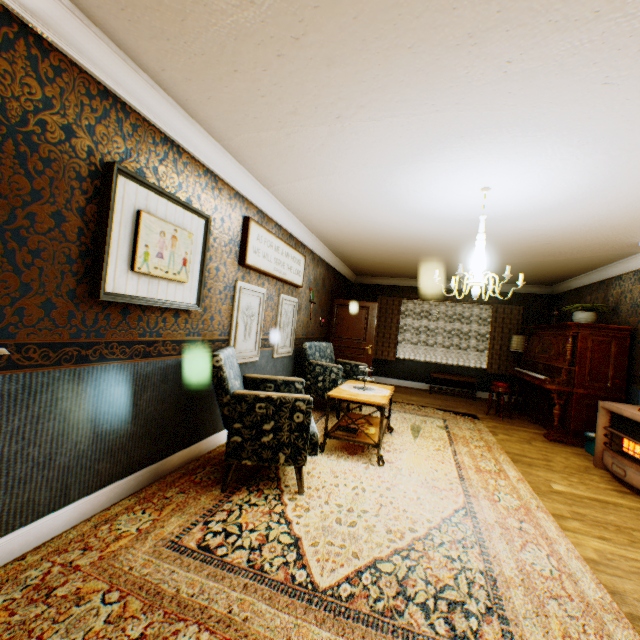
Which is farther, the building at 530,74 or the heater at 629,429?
the heater at 629,429

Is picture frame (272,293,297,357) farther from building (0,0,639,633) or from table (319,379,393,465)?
table (319,379,393,465)

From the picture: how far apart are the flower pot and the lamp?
2.12m

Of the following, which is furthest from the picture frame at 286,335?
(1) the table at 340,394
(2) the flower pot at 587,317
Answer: (2) the flower pot at 587,317

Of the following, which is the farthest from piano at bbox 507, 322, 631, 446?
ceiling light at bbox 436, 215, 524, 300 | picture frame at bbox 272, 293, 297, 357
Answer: picture frame at bbox 272, 293, 297, 357

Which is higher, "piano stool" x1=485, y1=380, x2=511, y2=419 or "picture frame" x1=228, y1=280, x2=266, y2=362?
"picture frame" x1=228, y1=280, x2=266, y2=362

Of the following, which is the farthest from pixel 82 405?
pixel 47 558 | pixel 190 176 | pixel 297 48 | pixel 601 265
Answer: pixel 601 265

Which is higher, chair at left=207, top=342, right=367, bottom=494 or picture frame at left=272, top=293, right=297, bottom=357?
picture frame at left=272, top=293, right=297, bottom=357
